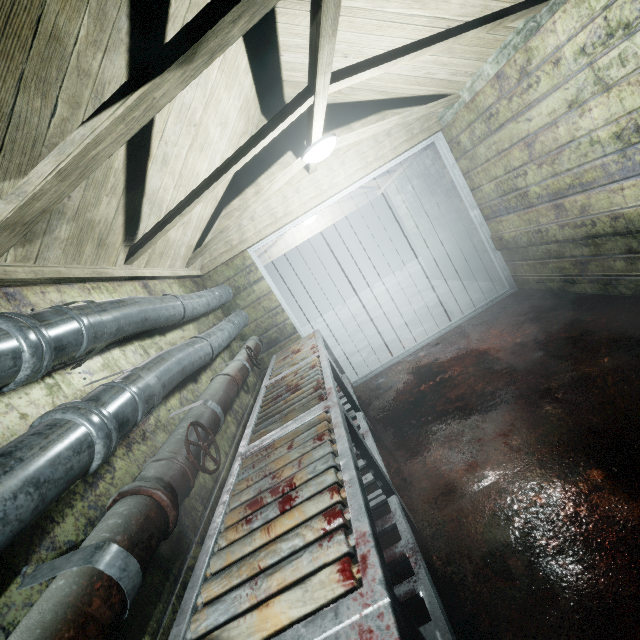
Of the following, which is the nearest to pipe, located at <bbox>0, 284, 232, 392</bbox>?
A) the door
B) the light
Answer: the door

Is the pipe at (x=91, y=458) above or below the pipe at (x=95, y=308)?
below

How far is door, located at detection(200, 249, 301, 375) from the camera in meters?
3.6

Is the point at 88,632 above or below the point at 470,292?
above

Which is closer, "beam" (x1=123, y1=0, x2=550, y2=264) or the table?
the table

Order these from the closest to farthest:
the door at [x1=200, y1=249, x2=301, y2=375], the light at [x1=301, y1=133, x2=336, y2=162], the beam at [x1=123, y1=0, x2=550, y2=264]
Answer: the beam at [x1=123, y1=0, x2=550, y2=264] < the light at [x1=301, y1=133, x2=336, y2=162] < the door at [x1=200, y1=249, x2=301, y2=375]

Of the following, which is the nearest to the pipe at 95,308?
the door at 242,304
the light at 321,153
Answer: the door at 242,304

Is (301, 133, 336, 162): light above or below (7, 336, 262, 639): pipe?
above
